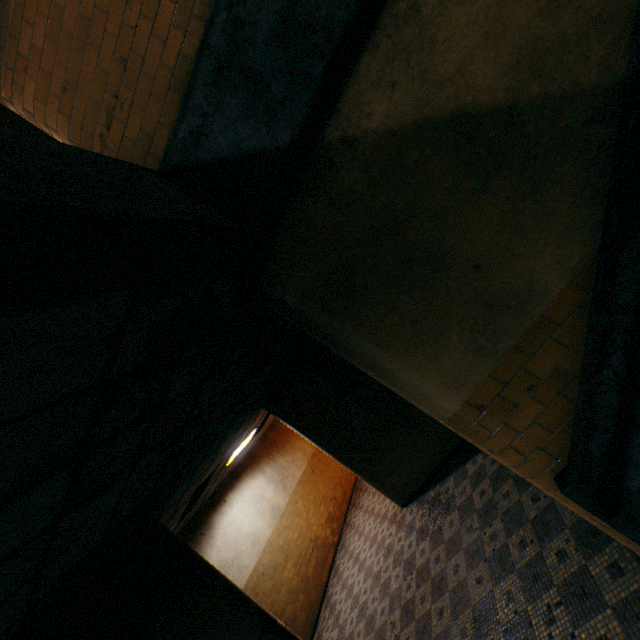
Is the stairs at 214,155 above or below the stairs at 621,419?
above

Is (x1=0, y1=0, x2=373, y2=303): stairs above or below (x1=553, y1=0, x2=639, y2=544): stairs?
above

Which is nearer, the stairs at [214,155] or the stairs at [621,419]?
the stairs at [214,155]

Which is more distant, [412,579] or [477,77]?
[412,579]

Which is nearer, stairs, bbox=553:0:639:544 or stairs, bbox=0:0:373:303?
stairs, bbox=0:0:373:303
